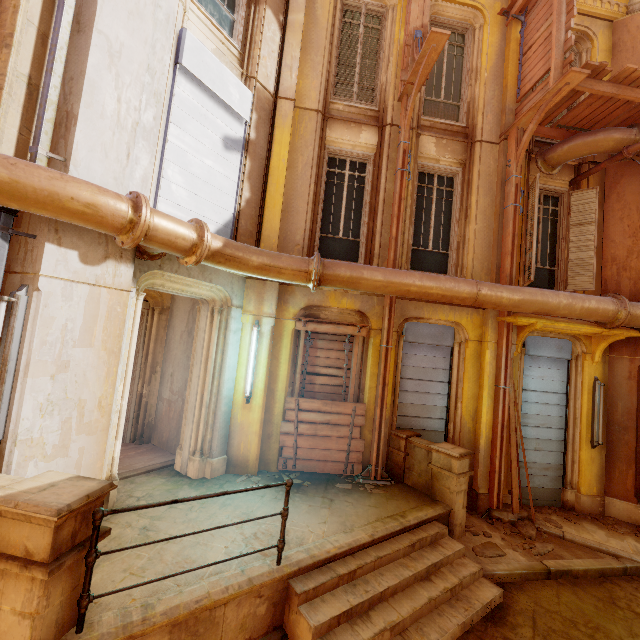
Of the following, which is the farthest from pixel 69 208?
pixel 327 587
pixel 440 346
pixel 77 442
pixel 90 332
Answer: pixel 440 346

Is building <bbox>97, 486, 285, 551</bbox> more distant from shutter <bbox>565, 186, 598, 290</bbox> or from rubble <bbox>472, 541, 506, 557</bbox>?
shutter <bbox>565, 186, 598, 290</bbox>

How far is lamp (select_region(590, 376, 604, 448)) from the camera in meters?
7.3

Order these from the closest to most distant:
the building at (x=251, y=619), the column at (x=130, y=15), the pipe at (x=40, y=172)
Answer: the building at (x=251, y=619) < the pipe at (x=40, y=172) < the column at (x=130, y=15)

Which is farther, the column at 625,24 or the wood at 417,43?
the column at 625,24

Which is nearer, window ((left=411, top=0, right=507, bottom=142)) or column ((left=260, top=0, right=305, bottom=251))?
column ((left=260, top=0, right=305, bottom=251))

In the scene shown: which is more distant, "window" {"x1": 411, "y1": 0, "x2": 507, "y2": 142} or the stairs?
"window" {"x1": 411, "y1": 0, "x2": 507, "y2": 142}

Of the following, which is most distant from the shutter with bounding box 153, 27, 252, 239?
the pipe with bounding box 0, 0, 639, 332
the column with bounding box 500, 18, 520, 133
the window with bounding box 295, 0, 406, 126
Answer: the column with bounding box 500, 18, 520, 133
